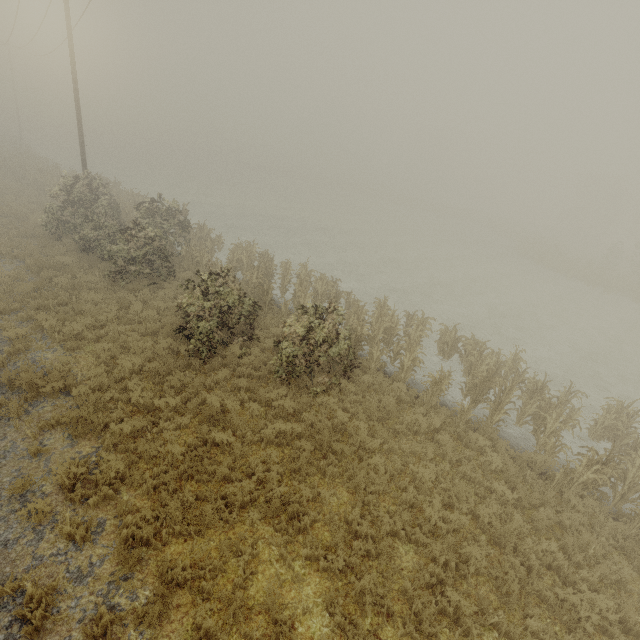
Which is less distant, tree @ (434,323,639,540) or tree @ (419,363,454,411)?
tree @ (434,323,639,540)

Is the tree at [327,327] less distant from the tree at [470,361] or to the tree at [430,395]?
the tree at [430,395]

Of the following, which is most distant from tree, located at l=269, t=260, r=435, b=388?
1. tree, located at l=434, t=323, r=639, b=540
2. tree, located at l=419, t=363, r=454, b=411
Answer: tree, located at l=434, t=323, r=639, b=540

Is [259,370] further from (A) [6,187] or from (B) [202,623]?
(A) [6,187]

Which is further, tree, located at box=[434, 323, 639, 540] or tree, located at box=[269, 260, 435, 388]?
tree, located at box=[269, 260, 435, 388]

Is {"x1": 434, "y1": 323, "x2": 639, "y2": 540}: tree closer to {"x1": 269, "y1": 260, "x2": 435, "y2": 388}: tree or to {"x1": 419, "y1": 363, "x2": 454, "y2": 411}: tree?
{"x1": 419, "y1": 363, "x2": 454, "y2": 411}: tree

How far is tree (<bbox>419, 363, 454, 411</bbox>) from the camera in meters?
10.3
